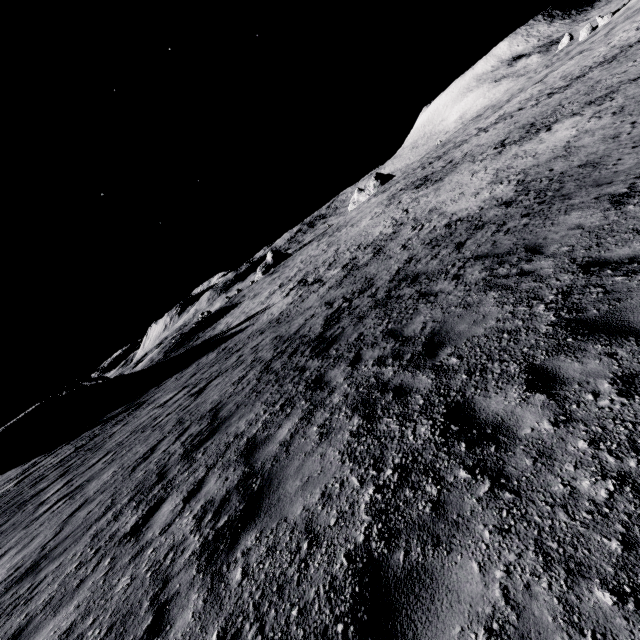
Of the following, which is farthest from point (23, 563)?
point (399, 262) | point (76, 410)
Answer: point (76, 410)
